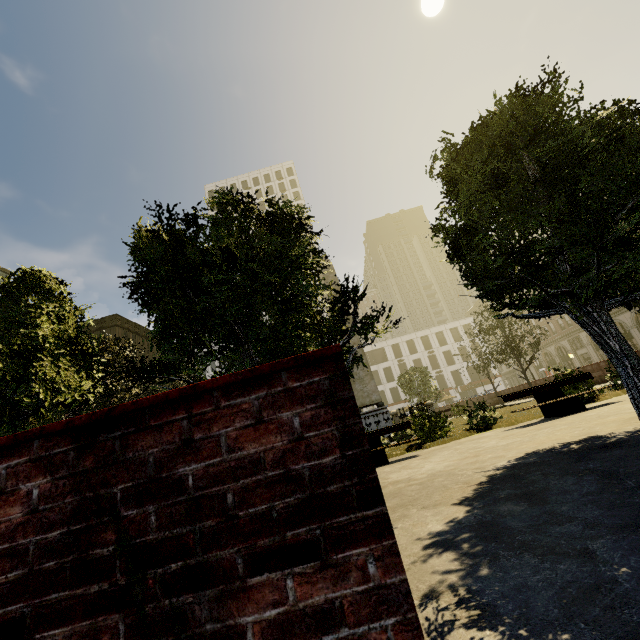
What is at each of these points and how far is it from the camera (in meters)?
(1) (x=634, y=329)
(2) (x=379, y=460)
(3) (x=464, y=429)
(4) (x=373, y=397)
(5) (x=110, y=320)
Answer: (1) building, 38.72
(2) bench, 8.75
(3) plant, 11.10
(4) obelisk, 17.31
(5) building, 53.44

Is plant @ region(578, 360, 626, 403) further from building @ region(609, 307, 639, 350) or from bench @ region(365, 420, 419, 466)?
building @ region(609, 307, 639, 350)

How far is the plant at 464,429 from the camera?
9.9 meters

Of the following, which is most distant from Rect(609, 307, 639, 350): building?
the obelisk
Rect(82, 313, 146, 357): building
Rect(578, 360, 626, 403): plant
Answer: Rect(82, 313, 146, 357): building

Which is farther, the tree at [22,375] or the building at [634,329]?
the building at [634,329]

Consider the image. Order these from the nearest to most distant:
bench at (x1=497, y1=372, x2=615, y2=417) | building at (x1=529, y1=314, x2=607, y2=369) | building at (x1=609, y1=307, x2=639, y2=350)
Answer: bench at (x1=497, y1=372, x2=615, y2=417)
building at (x1=609, y1=307, x2=639, y2=350)
building at (x1=529, y1=314, x2=607, y2=369)

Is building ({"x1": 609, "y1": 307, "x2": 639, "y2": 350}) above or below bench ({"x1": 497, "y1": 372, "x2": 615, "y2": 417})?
above
